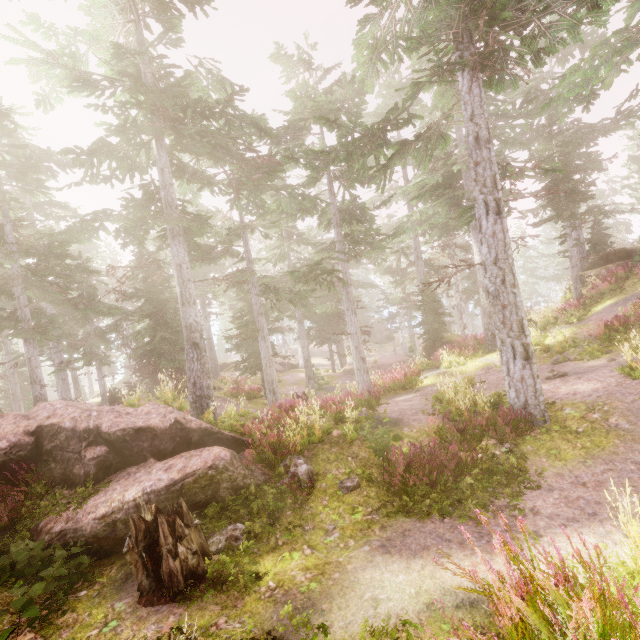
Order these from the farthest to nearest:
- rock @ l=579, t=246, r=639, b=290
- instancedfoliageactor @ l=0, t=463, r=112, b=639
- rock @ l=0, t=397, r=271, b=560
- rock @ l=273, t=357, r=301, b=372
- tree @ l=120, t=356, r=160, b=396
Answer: rock @ l=273, t=357, r=301, b=372 → tree @ l=120, t=356, r=160, b=396 → rock @ l=579, t=246, r=639, b=290 → rock @ l=0, t=397, r=271, b=560 → instancedfoliageactor @ l=0, t=463, r=112, b=639

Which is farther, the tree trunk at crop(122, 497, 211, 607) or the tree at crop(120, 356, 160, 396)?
the tree at crop(120, 356, 160, 396)

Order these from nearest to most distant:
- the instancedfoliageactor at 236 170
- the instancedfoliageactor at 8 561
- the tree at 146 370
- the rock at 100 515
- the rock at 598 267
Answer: the instancedfoliageactor at 8 561
the rock at 100 515
the instancedfoliageactor at 236 170
the rock at 598 267
the tree at 146 370

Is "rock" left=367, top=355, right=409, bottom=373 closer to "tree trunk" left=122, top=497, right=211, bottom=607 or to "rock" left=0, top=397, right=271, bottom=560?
"rock" left=0, top=397, right=271, bottom=560

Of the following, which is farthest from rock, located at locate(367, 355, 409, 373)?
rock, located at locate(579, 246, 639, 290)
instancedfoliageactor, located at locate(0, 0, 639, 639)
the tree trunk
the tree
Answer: the tree trunk

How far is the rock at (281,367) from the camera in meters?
36.2

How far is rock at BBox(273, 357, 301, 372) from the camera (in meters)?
36.19

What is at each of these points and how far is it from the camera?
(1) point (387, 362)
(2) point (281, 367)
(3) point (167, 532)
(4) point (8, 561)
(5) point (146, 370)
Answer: (1) rock, 32.9 meters
(2) rock, 36.5 meters
(3) tree trunk, 5.3 meters
(4) instancedfoliageactor, 5.7 meters
(5) tree, 23.4 meters
